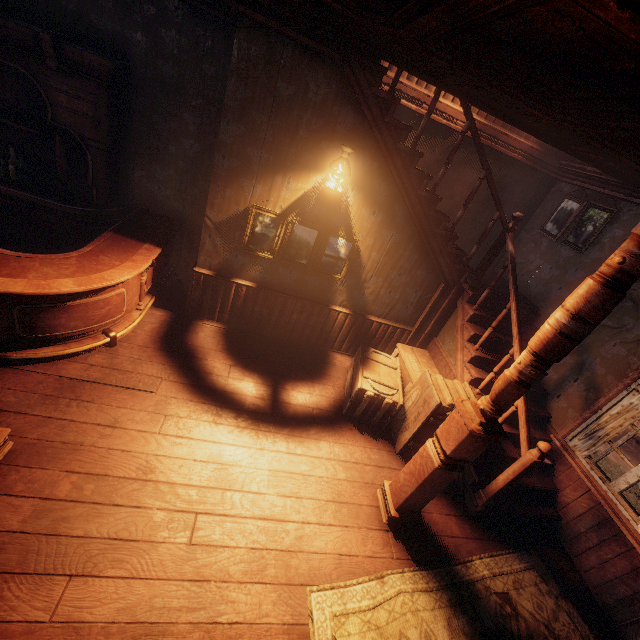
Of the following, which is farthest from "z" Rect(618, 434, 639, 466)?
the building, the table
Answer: the table

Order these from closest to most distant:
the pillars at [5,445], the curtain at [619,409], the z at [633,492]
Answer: the pillars at [5,445] → the curtain at [619,409] → the z at [633,492]

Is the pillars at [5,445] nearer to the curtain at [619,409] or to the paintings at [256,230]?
the paintings at [256,230]

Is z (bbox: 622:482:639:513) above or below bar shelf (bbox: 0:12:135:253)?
below

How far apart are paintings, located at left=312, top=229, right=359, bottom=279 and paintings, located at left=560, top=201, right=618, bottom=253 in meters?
3.4

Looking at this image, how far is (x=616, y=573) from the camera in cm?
352

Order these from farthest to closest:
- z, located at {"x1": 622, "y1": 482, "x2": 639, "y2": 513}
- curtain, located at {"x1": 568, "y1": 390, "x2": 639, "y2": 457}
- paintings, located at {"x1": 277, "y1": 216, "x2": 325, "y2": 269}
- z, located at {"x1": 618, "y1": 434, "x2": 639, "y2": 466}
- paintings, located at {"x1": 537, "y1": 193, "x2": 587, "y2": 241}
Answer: z, located at {"x1": 618, "y1": 434, "x2": 639, "y2": 466}, z, located at {"x1": 622, "y1": 482, "x2": 639, "y2": 513}, paintings, located at {"x1": 537, "y1": 193, "x2": 587, "y2": 241}, paintings, located at {"x1": 277, "y1": 216, "x2": 325, "y2": 269}, curtain, located at {"x1": 568, "y1": 390, "x2": 639, "y2": 457}
